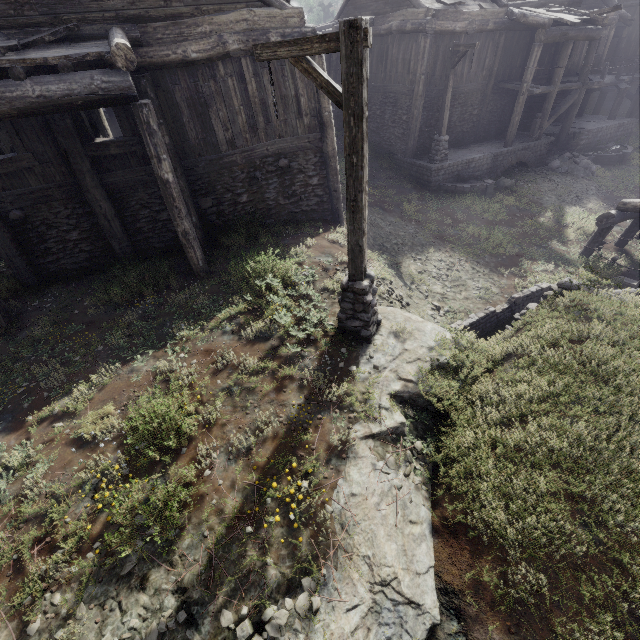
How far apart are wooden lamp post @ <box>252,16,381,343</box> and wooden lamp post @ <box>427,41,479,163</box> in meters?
13.0 m

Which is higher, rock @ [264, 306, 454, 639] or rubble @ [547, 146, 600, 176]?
rock @ [264, 306, 454, 639]

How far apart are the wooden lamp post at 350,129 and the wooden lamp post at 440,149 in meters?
13.0 m

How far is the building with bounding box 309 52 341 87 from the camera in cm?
895

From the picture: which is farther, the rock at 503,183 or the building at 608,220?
the rock at 503,183

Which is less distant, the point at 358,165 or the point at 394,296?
the point at 358,165

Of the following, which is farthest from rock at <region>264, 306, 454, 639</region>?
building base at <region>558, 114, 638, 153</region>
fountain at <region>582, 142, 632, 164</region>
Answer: fountain at <region>582, 142, 632, 164</region>

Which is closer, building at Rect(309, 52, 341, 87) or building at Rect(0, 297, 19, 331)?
building at Rect(0, 297, 19, 331)
